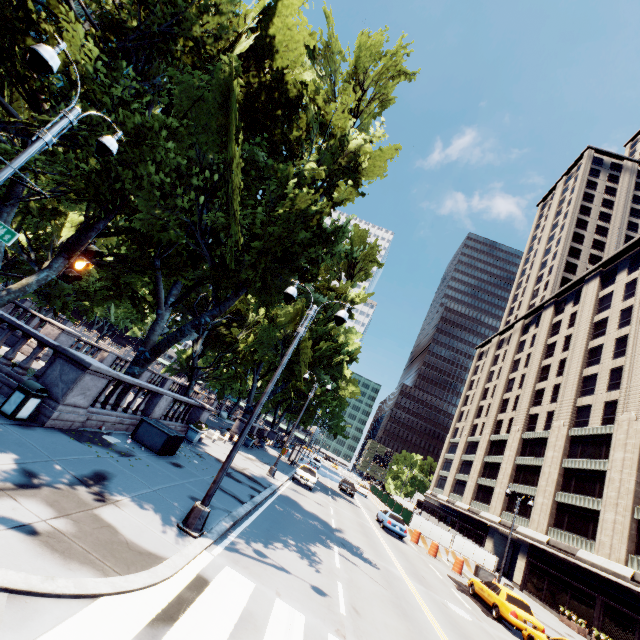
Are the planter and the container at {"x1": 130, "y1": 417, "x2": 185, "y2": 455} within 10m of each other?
yes

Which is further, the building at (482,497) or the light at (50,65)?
the building at (482,497)

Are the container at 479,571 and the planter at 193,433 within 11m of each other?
no

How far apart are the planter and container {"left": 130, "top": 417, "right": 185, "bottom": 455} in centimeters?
405cm

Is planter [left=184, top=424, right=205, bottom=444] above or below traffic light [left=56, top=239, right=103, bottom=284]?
A: below

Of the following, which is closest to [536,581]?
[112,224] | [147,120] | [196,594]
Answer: [196,594]

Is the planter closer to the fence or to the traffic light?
the traffic light

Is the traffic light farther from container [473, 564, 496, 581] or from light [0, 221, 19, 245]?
container [473, 564, 496, 581]
